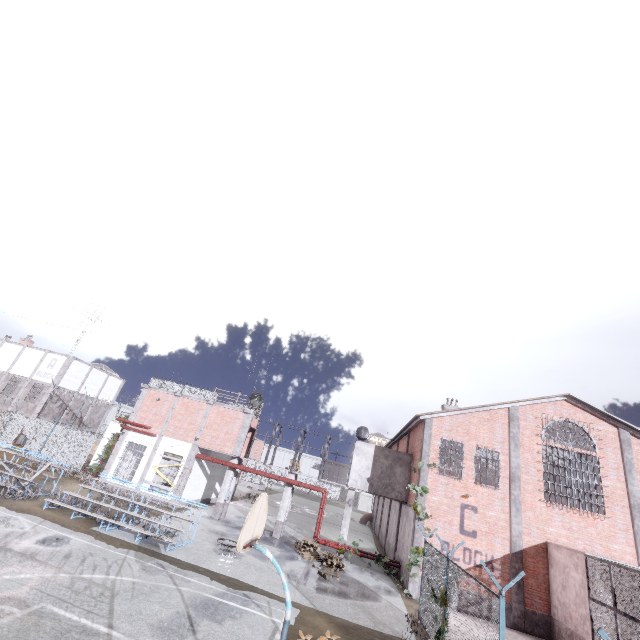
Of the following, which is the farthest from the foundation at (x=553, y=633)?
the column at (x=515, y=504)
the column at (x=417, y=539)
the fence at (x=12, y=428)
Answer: the fence at (x=12, y=428)

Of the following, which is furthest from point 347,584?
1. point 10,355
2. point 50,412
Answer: point 10,355

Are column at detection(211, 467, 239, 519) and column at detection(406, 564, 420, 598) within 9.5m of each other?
no

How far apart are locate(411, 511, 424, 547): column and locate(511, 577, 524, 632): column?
4.34m

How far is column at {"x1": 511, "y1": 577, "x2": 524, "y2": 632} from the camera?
15.3m

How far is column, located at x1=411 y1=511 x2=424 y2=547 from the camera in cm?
1708

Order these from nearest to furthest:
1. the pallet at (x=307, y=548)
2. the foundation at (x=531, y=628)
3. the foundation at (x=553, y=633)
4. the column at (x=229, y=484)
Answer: the foundation at (x=553, y=633), the foundation at (x=531, y=628), the pallet at (x=307, y=548), the column at (x=229, y=484)

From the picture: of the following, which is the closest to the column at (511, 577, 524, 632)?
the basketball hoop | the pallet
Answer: the pallet
